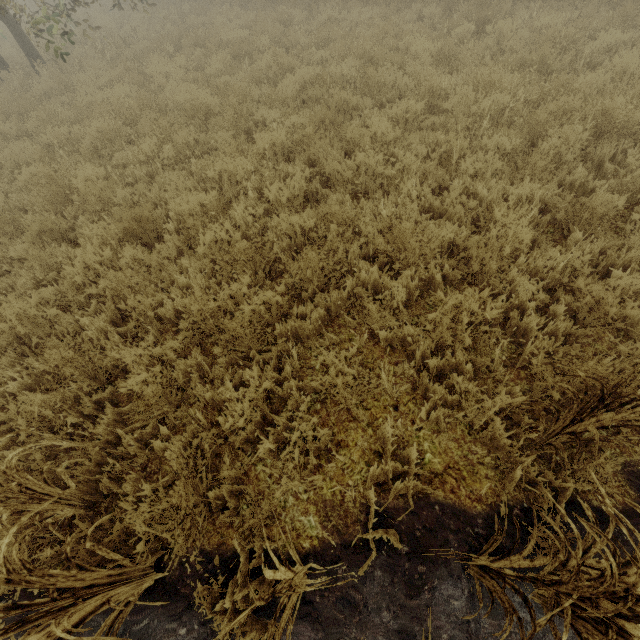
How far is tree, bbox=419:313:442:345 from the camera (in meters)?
3.18

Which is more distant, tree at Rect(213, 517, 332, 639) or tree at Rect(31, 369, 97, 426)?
tree at Rect(31, 369, 97, 426)

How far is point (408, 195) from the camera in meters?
4.7 m

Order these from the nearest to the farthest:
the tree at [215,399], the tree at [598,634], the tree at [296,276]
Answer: the tree at [598,634] < the tree at [215,399] < the tree at [296,276]

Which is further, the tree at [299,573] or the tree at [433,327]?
the tree at [433,327]

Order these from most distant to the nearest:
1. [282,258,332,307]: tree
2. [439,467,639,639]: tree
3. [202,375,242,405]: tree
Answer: [282,258,332,307]: tree
[202,375,242,405]: tree
[439,467,639,639]: tree
